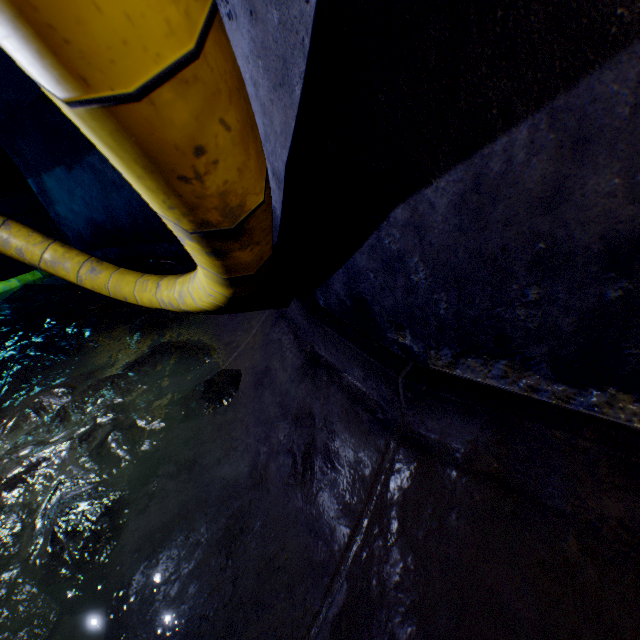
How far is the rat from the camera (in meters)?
5.00

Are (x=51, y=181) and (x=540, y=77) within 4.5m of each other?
no

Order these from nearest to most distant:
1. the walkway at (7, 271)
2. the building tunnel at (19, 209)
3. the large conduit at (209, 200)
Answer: the large conduit at (209, 200) → the walkway at (7, 271) → the building tunnel at (19, 209)

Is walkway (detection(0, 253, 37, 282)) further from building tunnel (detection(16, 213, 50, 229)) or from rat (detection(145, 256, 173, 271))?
rat (detection(145, 256, 173, 271))

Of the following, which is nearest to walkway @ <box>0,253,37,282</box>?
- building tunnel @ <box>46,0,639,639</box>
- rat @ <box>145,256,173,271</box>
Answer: building tunnel @ <box>46,0,639,639</box>

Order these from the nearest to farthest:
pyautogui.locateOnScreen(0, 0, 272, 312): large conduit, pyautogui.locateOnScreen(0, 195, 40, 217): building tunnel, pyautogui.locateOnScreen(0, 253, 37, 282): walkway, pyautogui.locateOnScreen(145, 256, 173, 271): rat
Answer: pyautogui.locateOnScreen(0, 0, 272, 312): large conduit → pyautogui.locateOnScreen(145, 256, 173, 271): rat → pyautogui.locateOnScreen(0, 253, 37, 282): walkway → pyautogui.locateOnScreen(0, 195, 40, 217): building tunnel

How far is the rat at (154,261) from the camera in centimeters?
500cm
